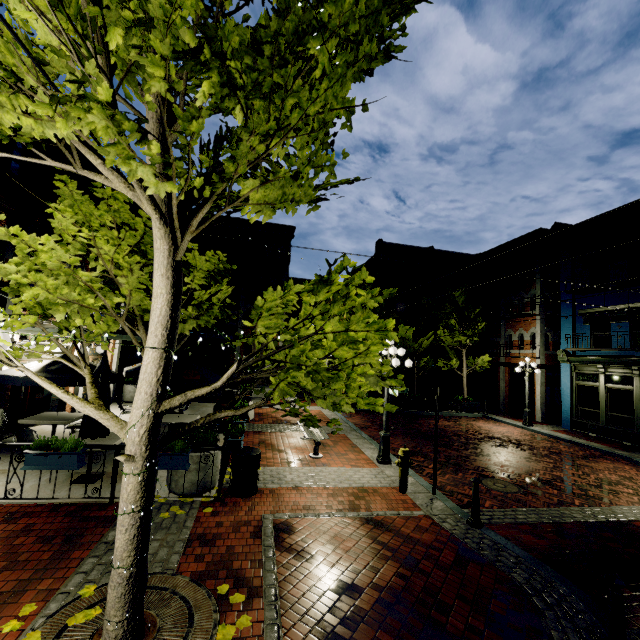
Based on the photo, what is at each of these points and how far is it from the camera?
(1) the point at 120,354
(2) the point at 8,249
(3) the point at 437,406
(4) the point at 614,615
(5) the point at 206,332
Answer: (1) building, 17.00m
(2) building, 8.62m
(3) sign, 7.62m
(4) post, 3.61m
(5) awning, 21.00m

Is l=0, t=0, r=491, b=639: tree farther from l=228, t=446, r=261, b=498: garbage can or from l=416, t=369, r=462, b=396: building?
l=416, t=369, r=462, b=396: building

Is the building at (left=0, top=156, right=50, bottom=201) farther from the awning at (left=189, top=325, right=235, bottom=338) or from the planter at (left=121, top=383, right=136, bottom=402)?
the awning at (left=189, top=325, right=235, bottom=338)

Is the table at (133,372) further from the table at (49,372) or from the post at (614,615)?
the post at (614,615)

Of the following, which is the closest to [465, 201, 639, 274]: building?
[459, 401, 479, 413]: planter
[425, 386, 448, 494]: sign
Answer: [459, 401, 479, 413]: planter

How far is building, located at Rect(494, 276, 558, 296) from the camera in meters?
20.1

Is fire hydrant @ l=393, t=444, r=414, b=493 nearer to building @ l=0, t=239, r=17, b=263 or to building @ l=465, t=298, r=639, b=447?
building @ l=0, t=239, r=17, b=263

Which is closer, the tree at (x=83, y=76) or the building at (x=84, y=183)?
the tree at (x=83, y=76)
